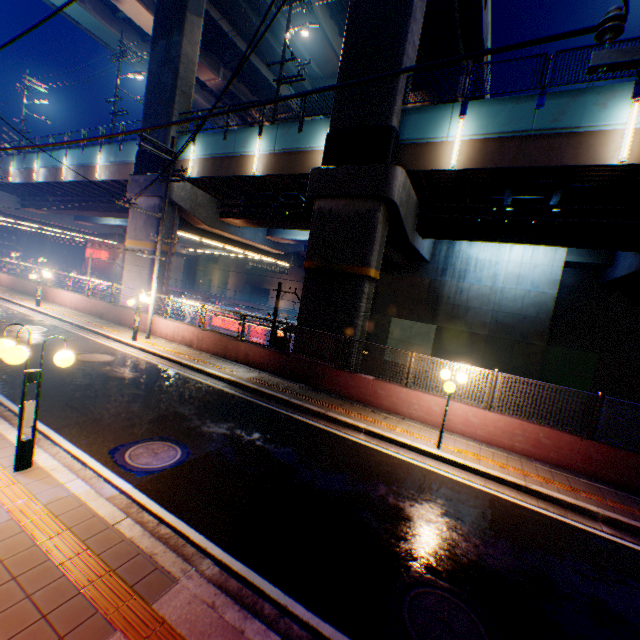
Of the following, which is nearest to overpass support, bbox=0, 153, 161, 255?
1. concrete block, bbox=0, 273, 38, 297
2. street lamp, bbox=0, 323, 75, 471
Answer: concrete block, bbox=0, 273, 38, 297

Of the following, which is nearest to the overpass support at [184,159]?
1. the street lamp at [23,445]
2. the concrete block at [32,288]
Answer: the concrete block at [32,288]

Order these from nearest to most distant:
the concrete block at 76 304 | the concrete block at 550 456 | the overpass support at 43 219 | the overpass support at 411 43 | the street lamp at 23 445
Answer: the street lamp at 23 445
the concrete block at 550 456
the overpass support at 411 43
the concrete block at 76 304
the overpass support at 43 219

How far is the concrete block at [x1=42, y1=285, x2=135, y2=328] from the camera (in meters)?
18.27

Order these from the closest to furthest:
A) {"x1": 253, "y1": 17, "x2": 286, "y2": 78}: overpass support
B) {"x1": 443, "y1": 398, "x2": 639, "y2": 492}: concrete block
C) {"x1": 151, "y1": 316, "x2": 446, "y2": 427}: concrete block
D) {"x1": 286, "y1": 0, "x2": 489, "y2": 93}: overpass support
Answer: {"x1": 443, "y1": 398, "x2": 639, "y2": 492}: concrete block → {"x1": 151, "y1": 316, "x2": 446, "y2": 427}: concrete block → {"x1": 286, "y1": 0, "x2": 489, "y2": 93}: overpass support → {"x1": 253, "y1": 17, "x2": 286, "y2": 78}: overpass support

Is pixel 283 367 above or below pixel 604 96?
below
